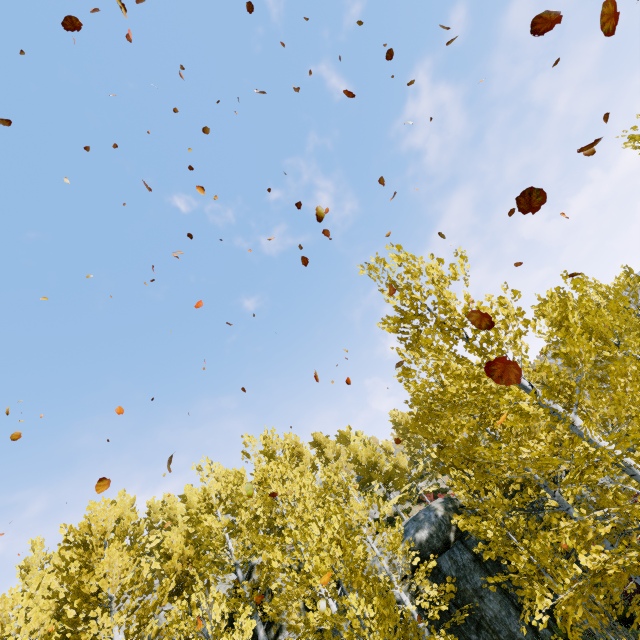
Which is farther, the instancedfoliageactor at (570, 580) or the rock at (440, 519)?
the rock at (440, 519)

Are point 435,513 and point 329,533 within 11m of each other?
yes

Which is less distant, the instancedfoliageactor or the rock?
the instancedfoliageactor
